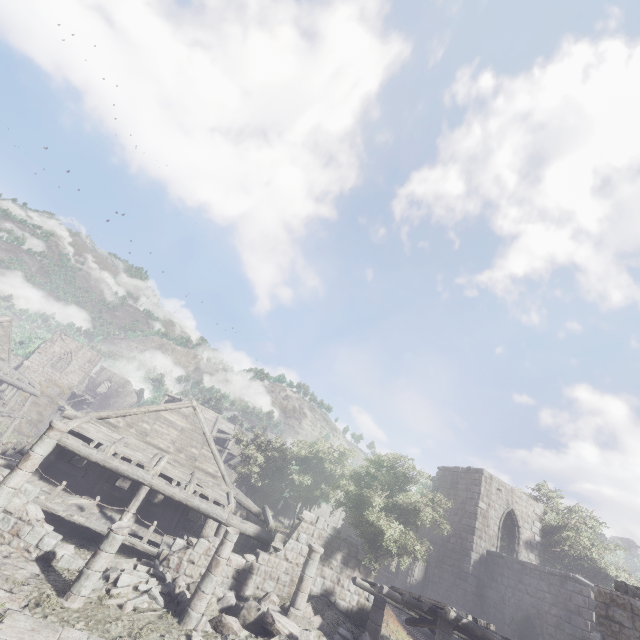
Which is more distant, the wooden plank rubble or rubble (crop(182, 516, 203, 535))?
rubble (crop(182, 516, 203, 535))

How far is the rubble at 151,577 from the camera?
10.21m

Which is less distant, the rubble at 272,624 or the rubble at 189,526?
the rubble at 272,624

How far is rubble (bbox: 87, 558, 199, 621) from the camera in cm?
1021

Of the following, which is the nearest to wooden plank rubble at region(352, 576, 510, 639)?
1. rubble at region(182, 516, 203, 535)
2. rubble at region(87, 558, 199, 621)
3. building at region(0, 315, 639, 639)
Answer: building at region(0, 315, 639, 639)

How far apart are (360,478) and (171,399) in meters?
31.7 m

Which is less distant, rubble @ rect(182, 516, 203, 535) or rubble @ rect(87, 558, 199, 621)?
rubble @ rect(87, 558, 199, 621)

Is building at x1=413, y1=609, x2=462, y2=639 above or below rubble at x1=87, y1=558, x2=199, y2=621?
above
